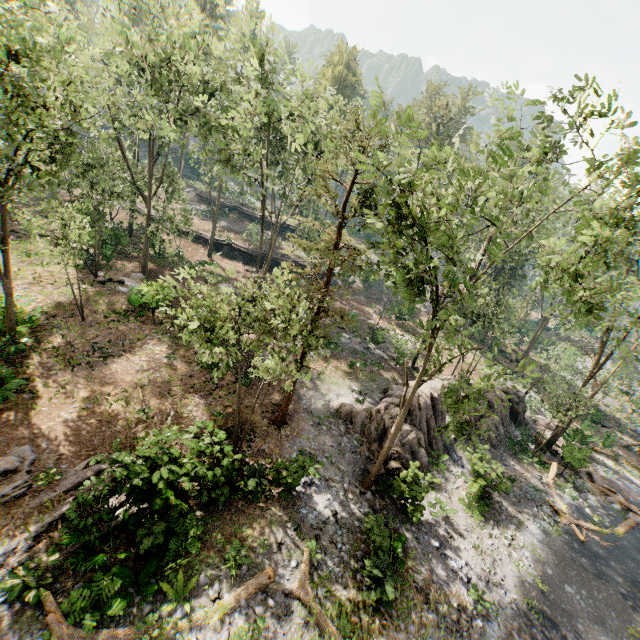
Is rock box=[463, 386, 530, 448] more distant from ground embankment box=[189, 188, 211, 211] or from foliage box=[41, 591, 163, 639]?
ground embankment box=[189, 188, 211, 211]

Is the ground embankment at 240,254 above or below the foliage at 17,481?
above

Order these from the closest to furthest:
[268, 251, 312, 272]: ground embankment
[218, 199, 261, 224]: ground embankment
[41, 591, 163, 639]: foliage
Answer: [41, 591, 163, 639]: foliage → [268, 251, 312, 272]: ground embankment → [218, 199, 261, 224]: ground embankment

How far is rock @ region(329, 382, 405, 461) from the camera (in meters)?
18.44

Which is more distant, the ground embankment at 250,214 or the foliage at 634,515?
the ground embankment at 250,214

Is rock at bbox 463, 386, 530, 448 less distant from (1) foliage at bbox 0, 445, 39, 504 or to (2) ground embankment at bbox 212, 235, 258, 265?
(1) foliage at bbox 0, 445, 39, 504

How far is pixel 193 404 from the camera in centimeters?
1741cm
